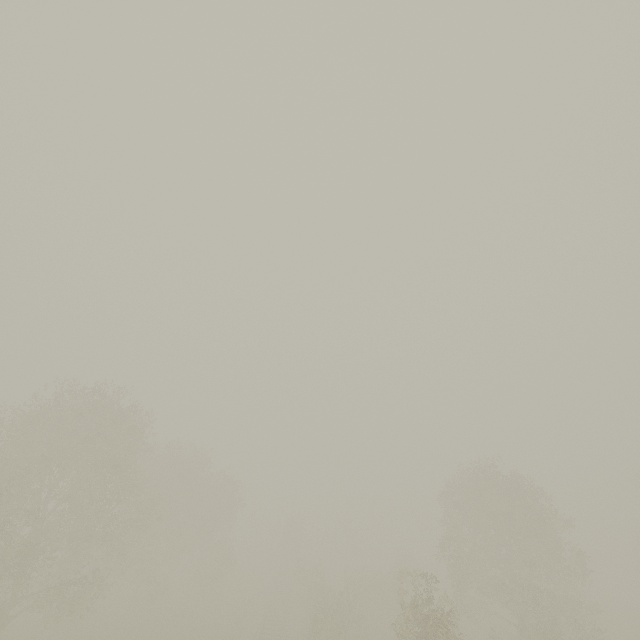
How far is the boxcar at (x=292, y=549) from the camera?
52.7m

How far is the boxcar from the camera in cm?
5266

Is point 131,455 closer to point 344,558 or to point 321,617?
point 321,617
